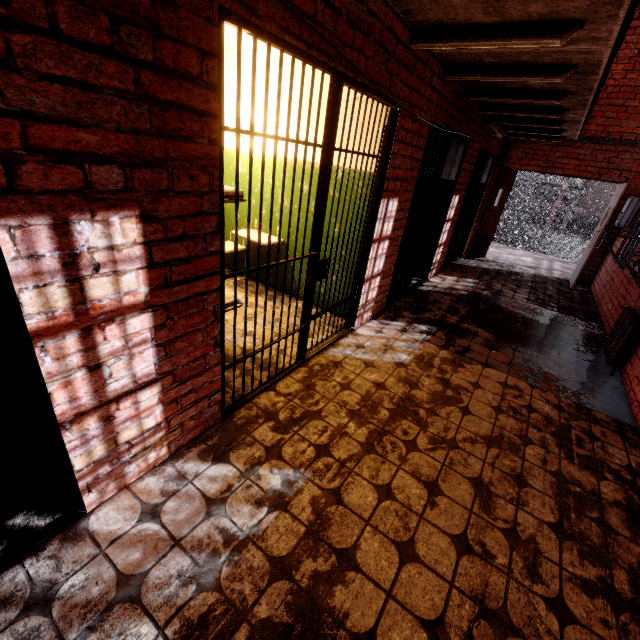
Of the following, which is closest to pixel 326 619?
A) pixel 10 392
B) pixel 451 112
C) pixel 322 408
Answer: pixel 322 408

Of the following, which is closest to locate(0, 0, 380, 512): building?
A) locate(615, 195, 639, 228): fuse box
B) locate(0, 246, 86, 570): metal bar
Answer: locate(0, 246, 86, 570): metal bar

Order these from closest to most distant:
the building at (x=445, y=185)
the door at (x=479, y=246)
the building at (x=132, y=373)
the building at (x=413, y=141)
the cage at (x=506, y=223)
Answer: the building at (x=132, y=373) < the building at (x=413, y=141) < the building at (x=445, y=185) < the door at (x=479, y=246) < the cage at (x=506, y=223)

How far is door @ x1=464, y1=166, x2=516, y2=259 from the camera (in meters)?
7.49

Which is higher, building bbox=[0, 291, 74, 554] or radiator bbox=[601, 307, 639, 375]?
radiator bbox=[601, 307, 639, 375]

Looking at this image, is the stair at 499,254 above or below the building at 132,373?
below

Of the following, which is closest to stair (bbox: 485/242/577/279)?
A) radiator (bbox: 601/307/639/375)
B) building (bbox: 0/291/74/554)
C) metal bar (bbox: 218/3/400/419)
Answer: radiator (bbox: 601/307/639/375)

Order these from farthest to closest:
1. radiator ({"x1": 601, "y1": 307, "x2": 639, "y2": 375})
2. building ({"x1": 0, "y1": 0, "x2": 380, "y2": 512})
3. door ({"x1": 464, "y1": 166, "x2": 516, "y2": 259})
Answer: door ({"x1": 464, "y1": 166, "x2": 516, "y2": 259}), radiator ({"x1": 601, "y1": 307, "x2": 639, "y2": 375}), building ({"x1": 0, "y1": 0, "x2": 380, "y2": 512})
